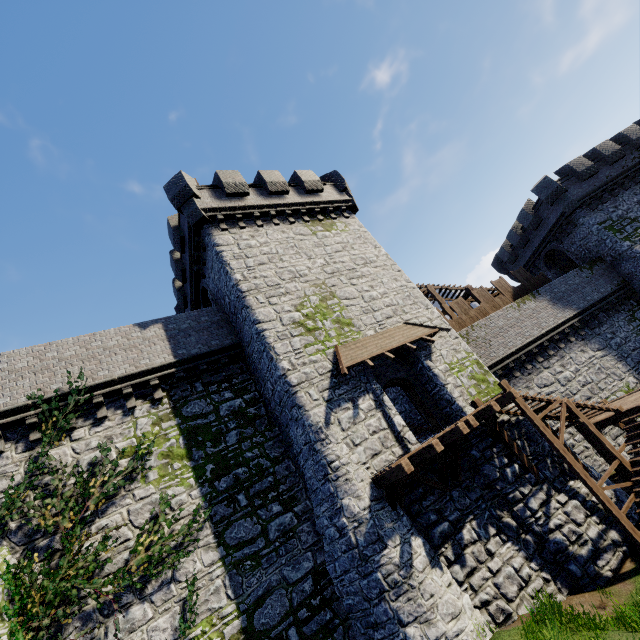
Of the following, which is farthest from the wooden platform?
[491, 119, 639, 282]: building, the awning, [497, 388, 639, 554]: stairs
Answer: [491, 119, 639, 282]: building

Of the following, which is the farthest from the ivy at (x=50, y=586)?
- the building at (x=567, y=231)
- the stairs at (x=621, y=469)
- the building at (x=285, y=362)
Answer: the building at (x=567, y=231)

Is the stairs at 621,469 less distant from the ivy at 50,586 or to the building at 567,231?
the building at 567,231

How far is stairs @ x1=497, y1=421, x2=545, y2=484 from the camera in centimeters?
1241cm

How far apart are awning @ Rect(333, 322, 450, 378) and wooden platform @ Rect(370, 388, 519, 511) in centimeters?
309cm

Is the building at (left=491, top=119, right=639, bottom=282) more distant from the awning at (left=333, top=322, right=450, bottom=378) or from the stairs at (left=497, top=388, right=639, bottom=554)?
the awning at (left=333, top=322, right=450, bottom=378)

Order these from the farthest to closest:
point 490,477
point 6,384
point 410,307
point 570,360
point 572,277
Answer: point 572,277, point 570,360, point 410,307, point 490,477, point 6,384

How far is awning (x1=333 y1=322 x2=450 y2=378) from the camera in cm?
1273
